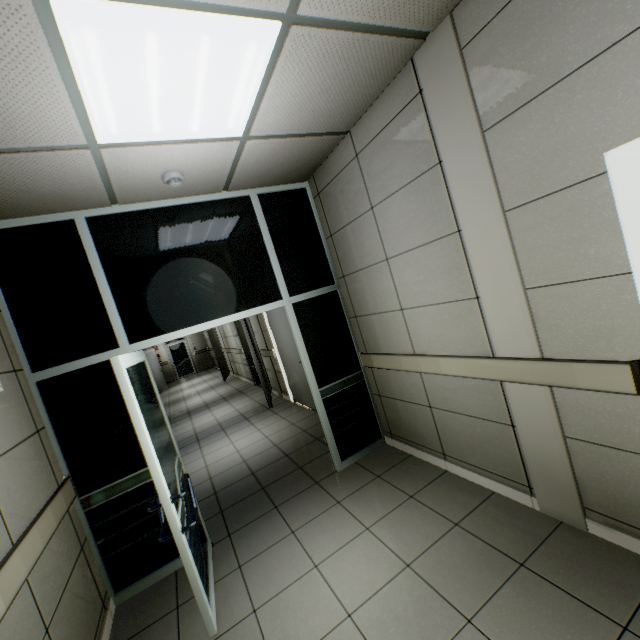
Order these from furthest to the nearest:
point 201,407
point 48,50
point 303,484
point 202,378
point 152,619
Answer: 1. point 202,378
2. point 201,407
3. point 303,484
4. point 152,619
5. point 48,50

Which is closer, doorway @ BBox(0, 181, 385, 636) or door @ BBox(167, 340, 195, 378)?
doorway @ BBox(0, 181, 385, 636)

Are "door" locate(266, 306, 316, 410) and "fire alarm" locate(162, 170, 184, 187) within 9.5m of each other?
yes

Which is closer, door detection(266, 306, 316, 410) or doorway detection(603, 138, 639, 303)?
doorway detection(603, 138, 639, 303)

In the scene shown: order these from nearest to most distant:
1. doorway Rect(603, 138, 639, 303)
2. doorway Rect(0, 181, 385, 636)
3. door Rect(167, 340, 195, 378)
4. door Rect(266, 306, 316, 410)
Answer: doorway Rect(603, 138, 639, 303) < doorway Rect(0, 181, 385, 636) < door Rect(266, 306, 316, 410) < door Rect(167, 340, 195, 378)

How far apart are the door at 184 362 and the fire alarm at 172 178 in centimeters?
1663cm

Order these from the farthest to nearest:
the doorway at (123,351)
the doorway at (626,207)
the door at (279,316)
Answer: the door at (279,316) → the doorway at (123,351) → the doorway at (626,207)

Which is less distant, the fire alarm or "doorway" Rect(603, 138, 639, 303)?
"doorway" Rect(603, 138, 639, 303)
